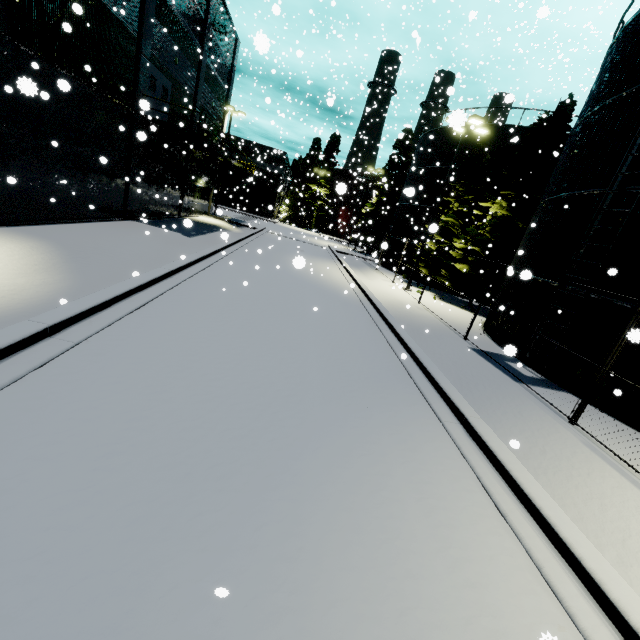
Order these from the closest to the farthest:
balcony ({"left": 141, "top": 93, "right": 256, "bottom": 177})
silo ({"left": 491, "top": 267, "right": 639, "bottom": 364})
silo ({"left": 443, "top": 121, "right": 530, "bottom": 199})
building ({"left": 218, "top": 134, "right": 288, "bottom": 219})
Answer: silo ({"left": 491, "top": 267, "right": 639, "bottom": 364}) → balcony ({"left": 141, "top": 93, "right": 256, "bottom": 177}) → silo ({"left": 443, "top": 121, "right": 530, "bottom": 199}) → building ({"left": 218, "top": 134, "right": 288, "bottom": 219})

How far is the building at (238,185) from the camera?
51.1 meters

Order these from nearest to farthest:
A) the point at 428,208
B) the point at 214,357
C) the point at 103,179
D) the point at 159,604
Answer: the point at 159,604 → the point at 214,357 → the point at 103,179 → the point at 428,208

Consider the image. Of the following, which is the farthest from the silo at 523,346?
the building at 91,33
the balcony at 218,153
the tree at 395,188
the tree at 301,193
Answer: the balcony at 218,153

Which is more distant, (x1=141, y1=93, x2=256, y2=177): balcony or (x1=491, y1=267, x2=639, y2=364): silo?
(x1=141, y1=93, x2=256, y2=177): balcony

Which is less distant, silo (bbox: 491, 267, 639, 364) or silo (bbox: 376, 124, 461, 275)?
silo (bbox: 491, 267, 639, 364)

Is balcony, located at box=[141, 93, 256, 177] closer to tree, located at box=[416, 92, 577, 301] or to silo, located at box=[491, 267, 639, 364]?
silo, located at box=[491, 267, 639, 364]
